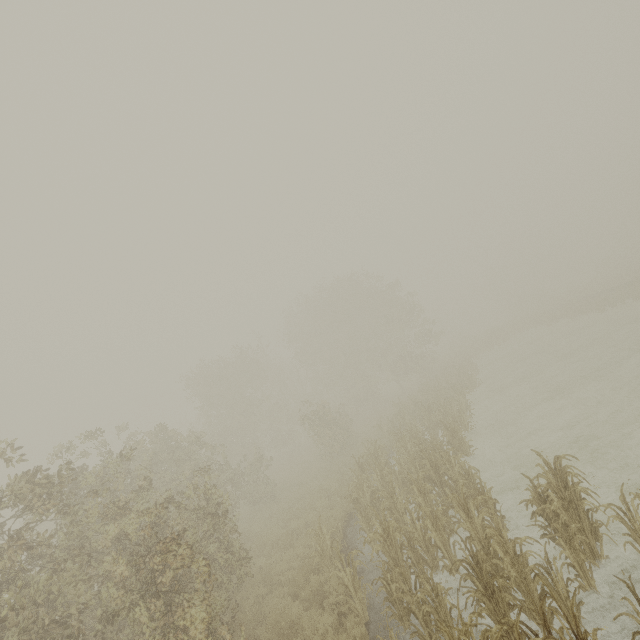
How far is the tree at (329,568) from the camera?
7.11m

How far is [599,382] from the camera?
15.2 meters

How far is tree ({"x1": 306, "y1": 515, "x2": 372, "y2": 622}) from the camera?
7.11m
